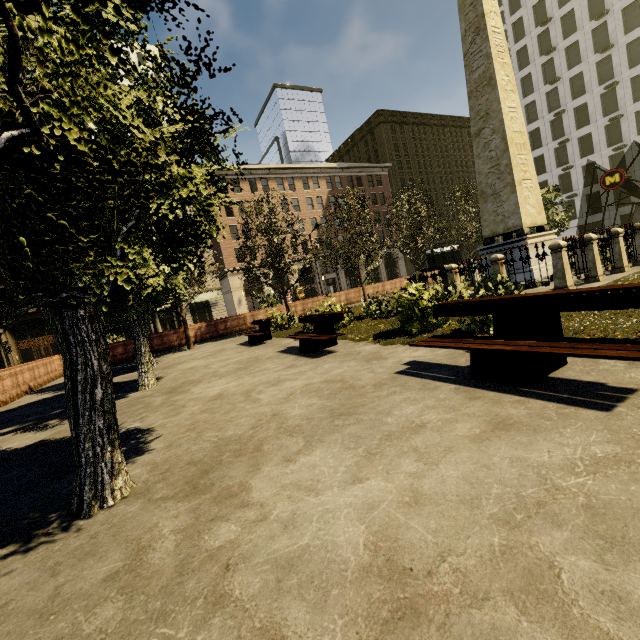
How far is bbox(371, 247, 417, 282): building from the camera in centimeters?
5275cm

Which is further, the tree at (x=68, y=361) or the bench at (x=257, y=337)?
the bench at (x=257, y=337)

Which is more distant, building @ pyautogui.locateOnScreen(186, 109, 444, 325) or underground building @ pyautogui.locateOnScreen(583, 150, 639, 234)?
building @ pyautogui.locateOnScreen(186, 109, 444, 325)

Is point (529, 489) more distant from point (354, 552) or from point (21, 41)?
point (21, 41)

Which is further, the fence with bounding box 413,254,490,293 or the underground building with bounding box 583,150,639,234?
the underground building with bounding box 583,150,639,234

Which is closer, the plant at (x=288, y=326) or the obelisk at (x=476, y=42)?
the obelisk at (x=476, y=42)

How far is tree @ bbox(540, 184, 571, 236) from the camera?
23.6 meters

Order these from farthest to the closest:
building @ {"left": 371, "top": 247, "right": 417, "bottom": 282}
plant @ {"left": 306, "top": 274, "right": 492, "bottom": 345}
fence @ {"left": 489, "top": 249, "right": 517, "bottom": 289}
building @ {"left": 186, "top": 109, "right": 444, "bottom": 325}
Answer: building @ {"left": 371, "top": 247, "right": 417, "bottom": 282} → building @ {"left": 186, "top": 109, "right": 444, "bottom": 325} → fence @ {"left": 489, "top": 249, "right": 517, "bottom": 289} → plant @ {"left": 306, "top": 274, "right": 492, "bottom": 345}
